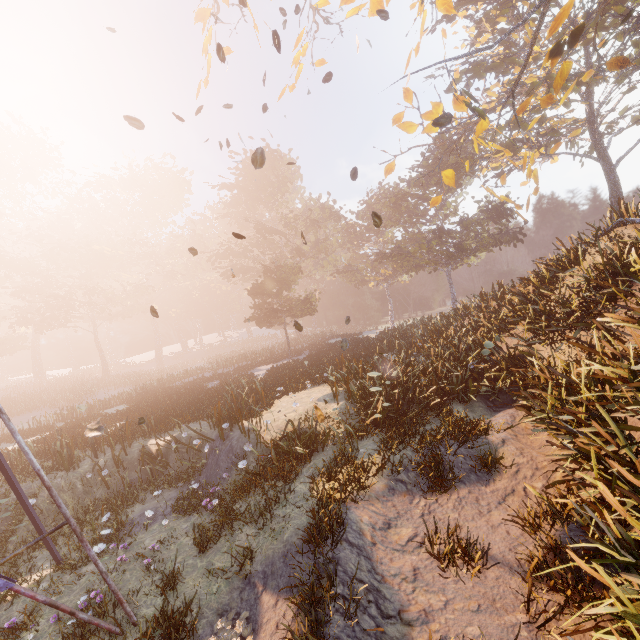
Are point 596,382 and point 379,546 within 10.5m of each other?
yes

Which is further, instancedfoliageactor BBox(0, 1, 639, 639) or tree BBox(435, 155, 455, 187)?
tree BBox(435, 155, 455, 187)

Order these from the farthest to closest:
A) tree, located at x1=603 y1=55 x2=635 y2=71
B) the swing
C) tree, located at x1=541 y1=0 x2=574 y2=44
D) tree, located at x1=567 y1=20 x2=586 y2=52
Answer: tree, located at x1=603 y1=55 x2=635 y2=71 < tree, located at x1=567 y1=20 x2=586 y2=52 < tree, located at x1=541 y1=0 x2=574 y2=44 < the swing

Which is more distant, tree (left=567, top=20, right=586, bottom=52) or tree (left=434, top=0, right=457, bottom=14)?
tree (left=434, top=0, right=457, bottom=14)

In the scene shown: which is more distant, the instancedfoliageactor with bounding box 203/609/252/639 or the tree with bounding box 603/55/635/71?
the tree with bounding box 603/55/635/71

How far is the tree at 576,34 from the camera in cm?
988

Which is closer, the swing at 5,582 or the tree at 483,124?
the swing at 5,582
